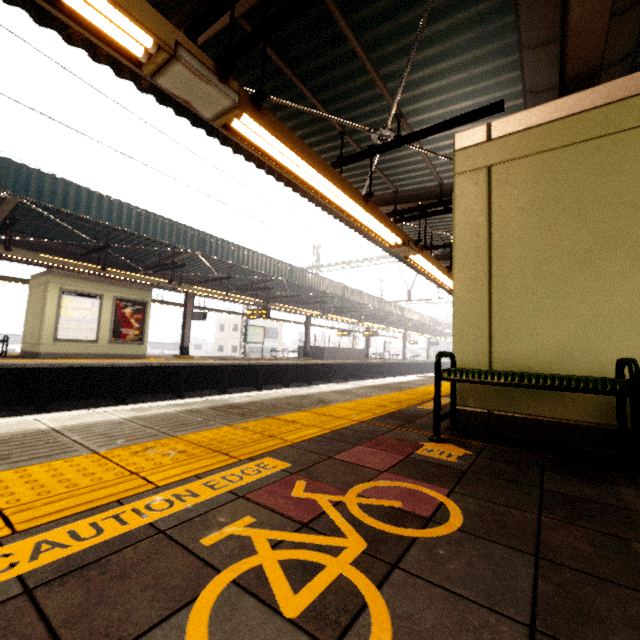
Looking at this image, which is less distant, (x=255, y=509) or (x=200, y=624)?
(x=200, y=624)

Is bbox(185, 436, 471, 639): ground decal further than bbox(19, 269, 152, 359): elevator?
No

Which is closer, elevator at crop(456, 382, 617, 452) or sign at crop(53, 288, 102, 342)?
elevator at crop(456, 382, 617, 452)

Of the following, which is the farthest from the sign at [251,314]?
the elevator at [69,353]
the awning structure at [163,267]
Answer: the elevator at [69,353]

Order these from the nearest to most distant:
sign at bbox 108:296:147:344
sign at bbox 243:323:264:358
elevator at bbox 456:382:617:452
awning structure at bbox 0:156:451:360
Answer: elevator at bbox 456:382:617:452
awning structure at bbox 0:156:451:360
sign at bbox 108:296:147:344
sign at bbox 243:323:264:358

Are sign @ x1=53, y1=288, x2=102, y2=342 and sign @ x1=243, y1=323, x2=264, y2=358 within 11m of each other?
yes

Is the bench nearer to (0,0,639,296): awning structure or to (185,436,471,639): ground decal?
(185,436,471,639): ground decal

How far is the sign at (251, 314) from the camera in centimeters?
1589cm
